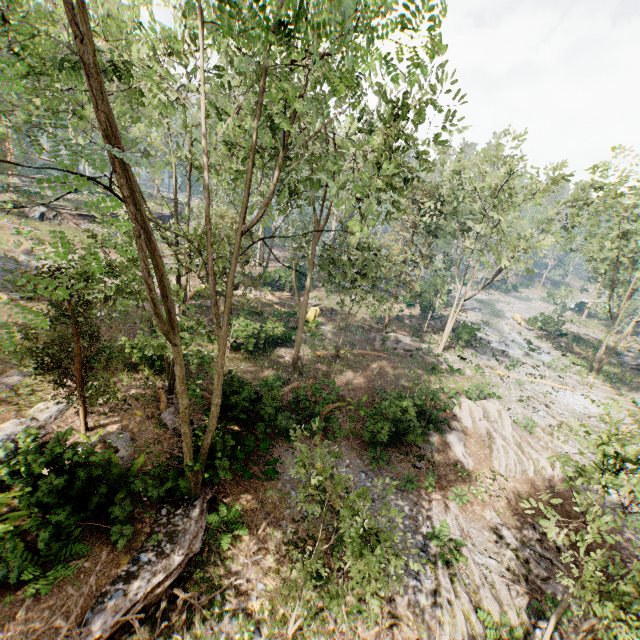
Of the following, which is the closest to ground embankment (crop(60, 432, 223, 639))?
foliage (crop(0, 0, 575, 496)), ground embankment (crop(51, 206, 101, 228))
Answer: foliage (crop(0, 0, 575, 496))

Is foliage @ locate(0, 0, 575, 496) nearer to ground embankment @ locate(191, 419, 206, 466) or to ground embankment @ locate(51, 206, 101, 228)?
ground embankment @ locate(191, 419, 206, 466)

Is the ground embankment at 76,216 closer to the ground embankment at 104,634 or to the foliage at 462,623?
the foliage at 462,623

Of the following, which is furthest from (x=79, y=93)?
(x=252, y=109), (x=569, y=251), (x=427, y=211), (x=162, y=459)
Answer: (x=569, y=251)

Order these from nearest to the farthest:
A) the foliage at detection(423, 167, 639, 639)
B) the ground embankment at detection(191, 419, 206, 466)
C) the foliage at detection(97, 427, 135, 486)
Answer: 1. the foliage at detection(423, 167, 639, 639)
2. the foliage at detection(97, 427, 135, 486)
3. the ground embankment at detection(191, 419, 206, 466)

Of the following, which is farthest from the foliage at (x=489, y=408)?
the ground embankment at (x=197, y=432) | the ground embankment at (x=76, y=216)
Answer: the ground embankment at (x=76, y=216)
